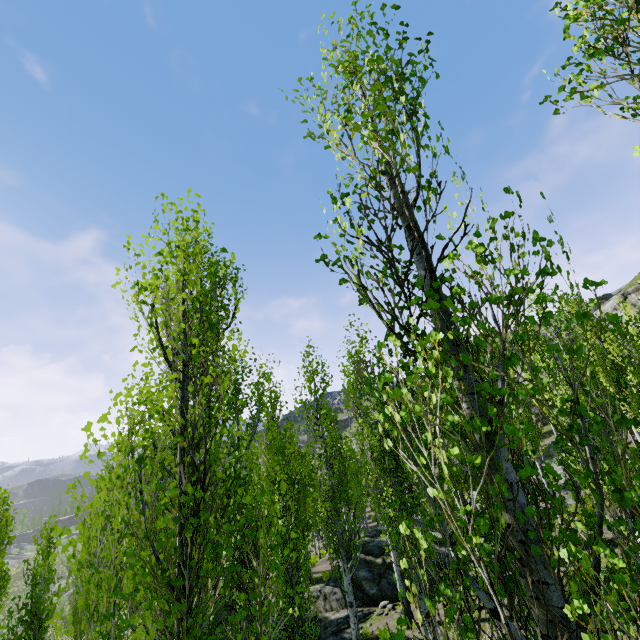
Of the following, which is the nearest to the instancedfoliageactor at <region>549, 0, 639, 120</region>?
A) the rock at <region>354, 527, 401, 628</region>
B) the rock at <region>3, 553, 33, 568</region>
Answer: the rock at <region>354, 527, 401, 628</region>

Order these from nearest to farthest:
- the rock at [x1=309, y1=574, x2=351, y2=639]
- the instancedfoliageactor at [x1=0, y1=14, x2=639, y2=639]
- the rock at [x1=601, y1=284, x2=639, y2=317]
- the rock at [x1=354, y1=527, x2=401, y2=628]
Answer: the instancedfoliageactor at [x1=0, y1=14, x2=639, y2=639] < the rock at [x1=309, y1=574, x2=351, y2=639] < the rock at [x1=354, y1=527, x2=401, y2=628] < the rock at [x1=601, y1=284, x2=639, y2=317]

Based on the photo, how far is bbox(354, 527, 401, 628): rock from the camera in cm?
1418

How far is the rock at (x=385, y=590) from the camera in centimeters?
1418cm

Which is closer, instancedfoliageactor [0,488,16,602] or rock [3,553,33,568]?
instancedfoliageactor [0,488,16,602]

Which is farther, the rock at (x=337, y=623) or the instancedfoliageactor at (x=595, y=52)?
the rock at (x=337, y=623)

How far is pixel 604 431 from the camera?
12.59m

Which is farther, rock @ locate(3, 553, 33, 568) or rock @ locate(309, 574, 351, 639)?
rock @ locate(3, 553, 33, 568)
